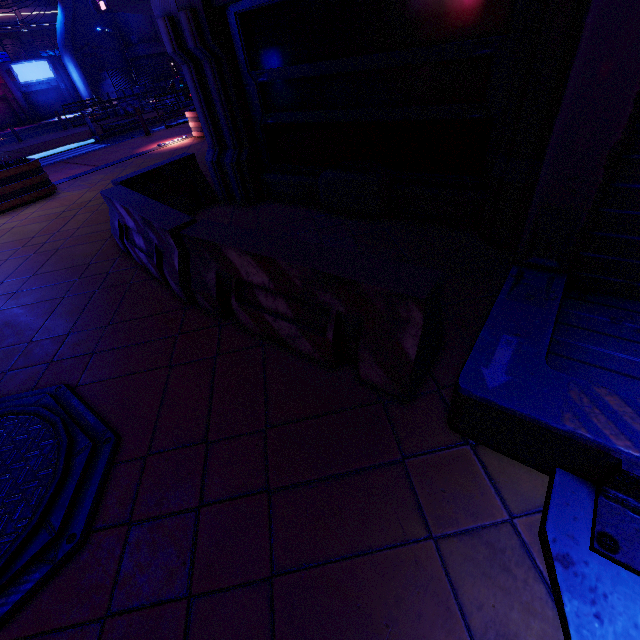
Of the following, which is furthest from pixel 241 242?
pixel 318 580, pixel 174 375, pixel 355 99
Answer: pixel 355 99

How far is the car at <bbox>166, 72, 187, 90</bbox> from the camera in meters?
21.9 m

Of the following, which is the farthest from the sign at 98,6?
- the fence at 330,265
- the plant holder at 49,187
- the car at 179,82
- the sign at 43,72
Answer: the fence at 330,265

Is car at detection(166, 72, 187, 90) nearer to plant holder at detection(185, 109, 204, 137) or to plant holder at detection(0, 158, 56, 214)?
plant holder at detection(185, 109, 204, 137)

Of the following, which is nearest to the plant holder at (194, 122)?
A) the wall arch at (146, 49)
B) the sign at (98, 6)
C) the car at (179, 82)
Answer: the car at (179, 82)

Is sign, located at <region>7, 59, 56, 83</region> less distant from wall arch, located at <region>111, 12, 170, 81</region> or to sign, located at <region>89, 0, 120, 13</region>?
wall arch, located at <region>111, 12, 170, 81</region>

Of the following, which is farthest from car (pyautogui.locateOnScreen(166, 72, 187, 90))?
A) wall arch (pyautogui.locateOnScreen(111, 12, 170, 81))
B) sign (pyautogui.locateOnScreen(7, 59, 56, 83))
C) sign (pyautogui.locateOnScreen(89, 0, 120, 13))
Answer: sign (pyautogui.locateOnScreen(7, 59, 56, 83))

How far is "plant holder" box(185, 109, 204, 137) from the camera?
11.1m
